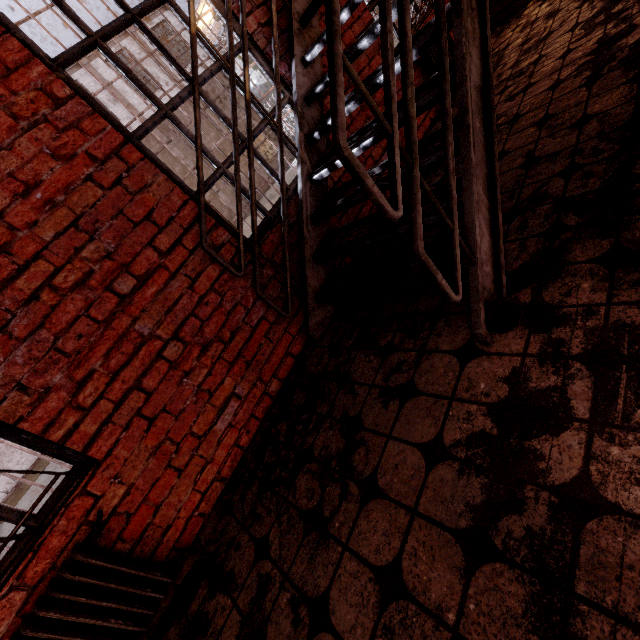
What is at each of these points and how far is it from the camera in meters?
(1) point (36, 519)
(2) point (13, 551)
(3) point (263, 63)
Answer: (1) metal bar, 1.7 m
(2) metal bar, 1.6 m
(3) metal bar, 2.6 m

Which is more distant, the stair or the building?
the building

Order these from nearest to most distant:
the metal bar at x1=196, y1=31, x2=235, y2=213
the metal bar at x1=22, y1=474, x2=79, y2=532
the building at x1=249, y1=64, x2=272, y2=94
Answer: the metal bar at x1=22, y1=474, x2=79, y2=532 < the metal bar at x1=196, y1=31, x2=235, y2=213 < the building at x1=249, y1=64, x2=272, y2=94

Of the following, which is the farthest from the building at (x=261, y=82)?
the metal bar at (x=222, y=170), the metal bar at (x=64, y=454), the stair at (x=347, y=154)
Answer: the metal bar at (x=64, y=454)

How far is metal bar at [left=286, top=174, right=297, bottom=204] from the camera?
2.66m

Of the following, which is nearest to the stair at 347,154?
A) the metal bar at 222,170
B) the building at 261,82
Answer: the metal bar at 222,170

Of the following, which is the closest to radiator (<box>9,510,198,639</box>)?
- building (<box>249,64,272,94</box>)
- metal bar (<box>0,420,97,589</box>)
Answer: metal bar (<box>0,420,97,589</box>)

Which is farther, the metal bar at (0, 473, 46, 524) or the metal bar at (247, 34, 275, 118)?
the metal bar at (247, 34, 275, 118)
